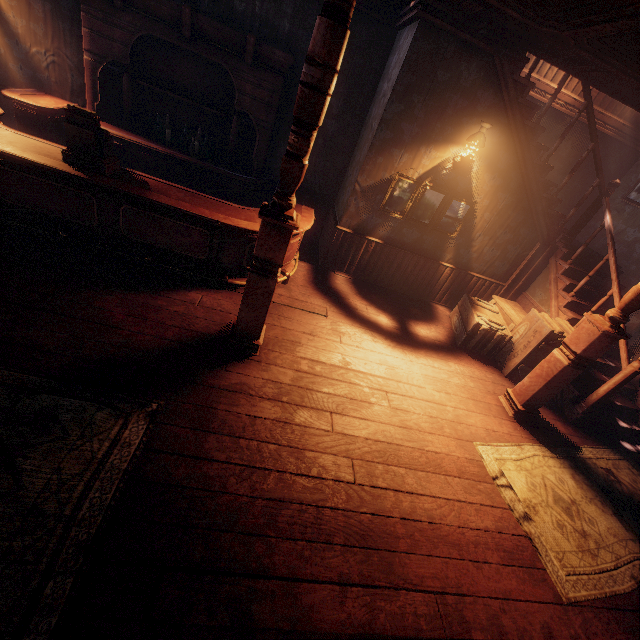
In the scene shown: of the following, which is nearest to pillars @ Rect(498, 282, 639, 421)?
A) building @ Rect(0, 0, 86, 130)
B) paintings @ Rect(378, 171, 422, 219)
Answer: building @ Rect(0, 0, 86, 130)

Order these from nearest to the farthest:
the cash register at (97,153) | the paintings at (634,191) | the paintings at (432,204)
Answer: the cash register at (97,153) < the paintings at (432,204) < the paintings at (634,191)

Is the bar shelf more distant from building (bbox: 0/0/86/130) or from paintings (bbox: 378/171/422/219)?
paintings (bbox: 378/171/422/219)

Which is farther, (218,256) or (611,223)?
(611,223)

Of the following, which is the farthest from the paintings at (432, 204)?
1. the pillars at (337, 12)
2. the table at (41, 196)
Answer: the pillars at (337, 12)

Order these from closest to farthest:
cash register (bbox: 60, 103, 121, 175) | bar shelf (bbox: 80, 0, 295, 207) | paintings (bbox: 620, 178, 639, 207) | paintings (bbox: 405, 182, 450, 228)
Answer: cash register (bbox: 60, 103, 121, 175), bar shelf (bbox: 80, 0, 295, 207), paintings (bbox: 405, 182, 450, 228), paintings (bbox: 620, 178, 639, 207)

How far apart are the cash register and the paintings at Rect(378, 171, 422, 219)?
3.9m
